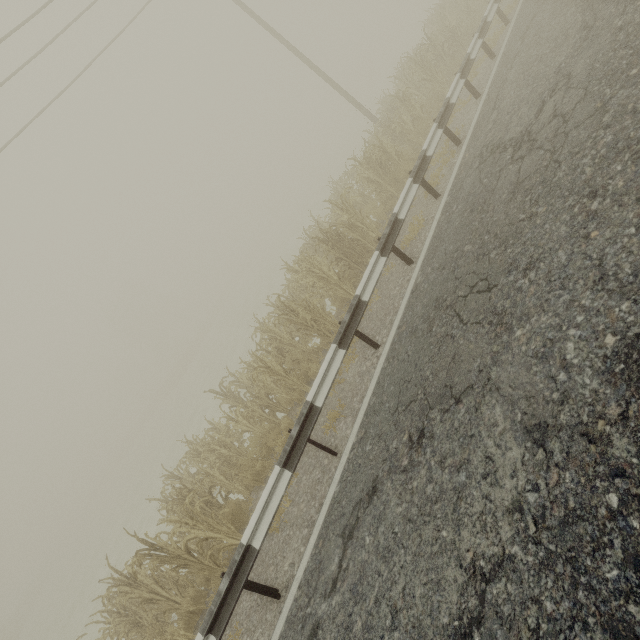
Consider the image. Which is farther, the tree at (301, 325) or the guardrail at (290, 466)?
the tree at (301, 325)

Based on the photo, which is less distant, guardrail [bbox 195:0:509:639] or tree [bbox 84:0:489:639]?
guardrail [bbox 195:0:509:639]

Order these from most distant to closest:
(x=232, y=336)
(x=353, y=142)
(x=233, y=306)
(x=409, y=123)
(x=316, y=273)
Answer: (x=233, y=306), (x=353, y=142), (x=232, y=336), (x=409, y=123), (x=316, y=273)
